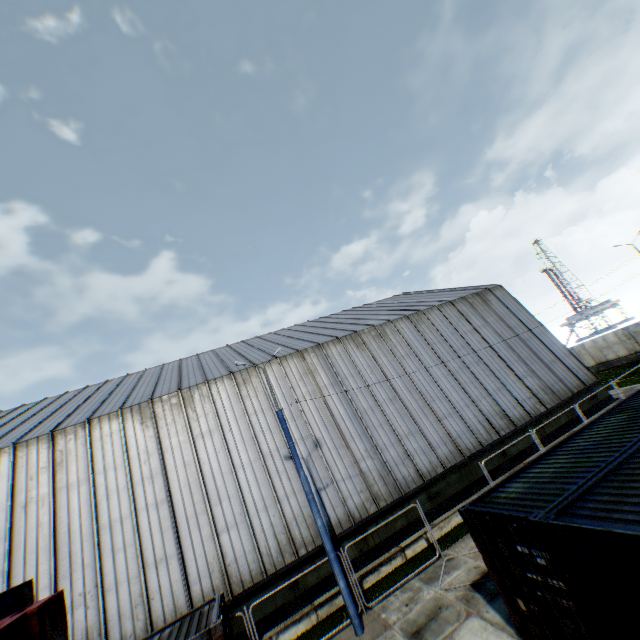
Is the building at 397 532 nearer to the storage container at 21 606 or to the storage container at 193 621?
the storage container at 193 621

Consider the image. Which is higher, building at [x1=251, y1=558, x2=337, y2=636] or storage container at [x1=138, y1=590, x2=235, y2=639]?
storage container at [x1=138, y1=590, x2=235, y2=639]

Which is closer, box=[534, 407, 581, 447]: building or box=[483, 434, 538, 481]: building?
box=[483, 434, 538, 481]: building

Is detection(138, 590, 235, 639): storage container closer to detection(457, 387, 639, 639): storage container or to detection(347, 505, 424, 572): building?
detection(347, 505, 424, 572): building

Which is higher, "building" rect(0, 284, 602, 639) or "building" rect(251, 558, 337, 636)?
"building" rect(0, 284, 602, 639)

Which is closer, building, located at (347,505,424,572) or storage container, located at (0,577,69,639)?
storage container, located at (0,577,69,639)

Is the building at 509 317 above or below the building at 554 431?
above

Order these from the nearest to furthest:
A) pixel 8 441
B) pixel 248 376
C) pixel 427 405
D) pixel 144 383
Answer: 1. pixel 8 441
2. pixel 248 376
3. pixel 427 405
4. pixel 144 383
